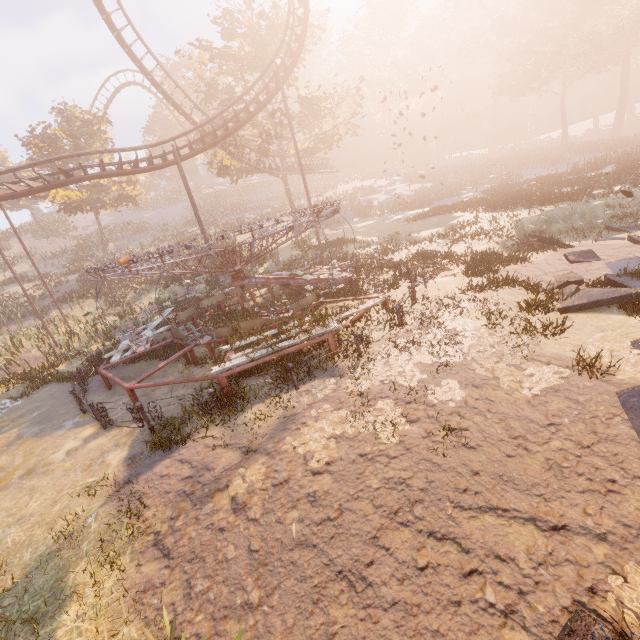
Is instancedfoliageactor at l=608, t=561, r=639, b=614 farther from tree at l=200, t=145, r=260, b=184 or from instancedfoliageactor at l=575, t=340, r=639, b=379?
tree at l=200, t=145, r=260, b=184

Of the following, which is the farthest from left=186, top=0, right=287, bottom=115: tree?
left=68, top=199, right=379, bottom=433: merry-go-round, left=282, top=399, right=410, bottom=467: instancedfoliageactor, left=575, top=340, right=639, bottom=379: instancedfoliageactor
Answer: left=575, top=340, right=639, bottom=379: instancedfoliageactor

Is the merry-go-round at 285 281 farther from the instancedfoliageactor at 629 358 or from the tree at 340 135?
the tree at 340 135

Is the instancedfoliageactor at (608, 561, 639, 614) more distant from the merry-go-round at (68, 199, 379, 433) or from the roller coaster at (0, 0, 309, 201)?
the roller coaster at (0, 0, 309, 201)

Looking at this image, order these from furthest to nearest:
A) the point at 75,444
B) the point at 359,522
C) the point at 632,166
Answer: the point at 632,166
the point at 75,444
the point at 359,522

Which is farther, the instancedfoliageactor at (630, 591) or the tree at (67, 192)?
the tree at (67, 192)

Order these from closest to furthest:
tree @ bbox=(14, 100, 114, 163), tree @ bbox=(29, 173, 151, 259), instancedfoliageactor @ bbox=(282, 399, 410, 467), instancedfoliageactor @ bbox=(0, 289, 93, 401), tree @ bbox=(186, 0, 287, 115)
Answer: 1. instancedfoliageactor @ bbox=(282, 399, 410, 467)
2. instancedfoliageactor @ bbox=(0, 289, 93, 401)
3. tree @ bbox=(186, 0, 287, 115)
4. tree @ bbox=(14, 100, 114, 163)
5. tree @ bbox=(29, 173, 151, 259)

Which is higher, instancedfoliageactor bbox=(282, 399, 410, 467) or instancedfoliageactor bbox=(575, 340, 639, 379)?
instancedfoliageactor bbox=(282, 399, 410, 467)
